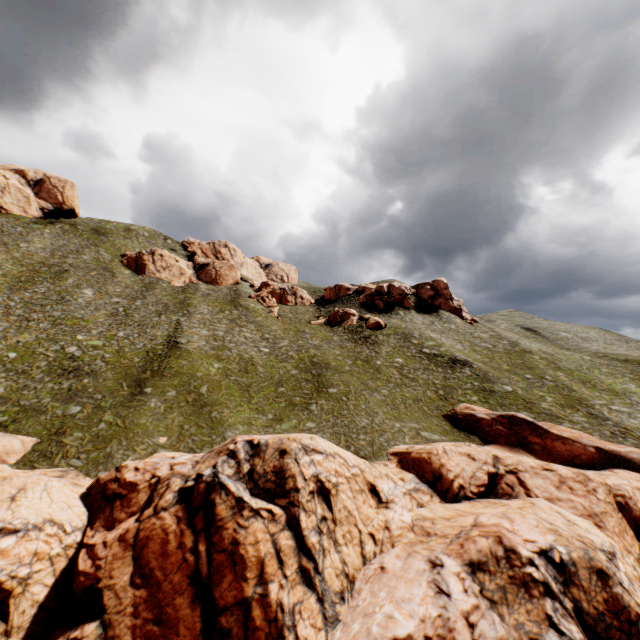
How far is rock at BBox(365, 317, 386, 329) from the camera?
57.4m

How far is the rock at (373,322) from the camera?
57.44m

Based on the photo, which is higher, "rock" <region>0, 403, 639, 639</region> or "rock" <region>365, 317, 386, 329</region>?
"rock" <region>365, 317, 386, 329</region>

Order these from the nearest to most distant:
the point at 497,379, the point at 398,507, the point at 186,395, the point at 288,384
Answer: the point at 398,507, the point at 186,395, the point at 288,384, the point at 497,379

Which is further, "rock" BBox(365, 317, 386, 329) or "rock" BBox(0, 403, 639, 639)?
"rock" BBox(365, 317, 386, 329)

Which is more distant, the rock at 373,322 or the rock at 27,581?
the rock at 373,322
